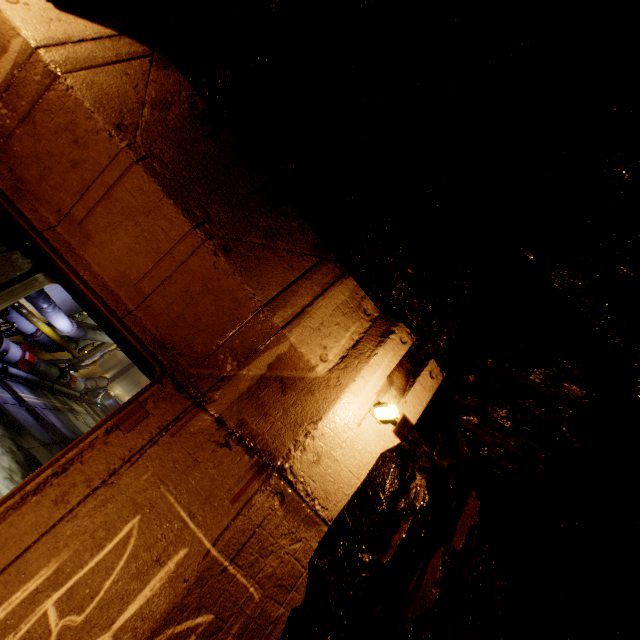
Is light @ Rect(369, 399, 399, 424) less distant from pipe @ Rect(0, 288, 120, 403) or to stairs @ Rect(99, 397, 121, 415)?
pipe @ Rect(0, 288, 120, 403)

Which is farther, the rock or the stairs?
the stairs

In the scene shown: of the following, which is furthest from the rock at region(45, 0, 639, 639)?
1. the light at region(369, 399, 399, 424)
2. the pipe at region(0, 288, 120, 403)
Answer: the pipe at region(0, 288, 120, 403)

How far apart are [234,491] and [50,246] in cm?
232

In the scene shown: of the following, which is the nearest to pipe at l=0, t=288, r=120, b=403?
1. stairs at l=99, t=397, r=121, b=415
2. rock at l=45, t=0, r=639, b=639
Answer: stairs at l=99, t=397, r=121, b=415

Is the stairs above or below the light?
below

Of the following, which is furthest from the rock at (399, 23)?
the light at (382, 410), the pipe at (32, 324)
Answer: the pipe at (32, 324)

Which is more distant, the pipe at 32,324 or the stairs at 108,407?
the stairs at 108,407
